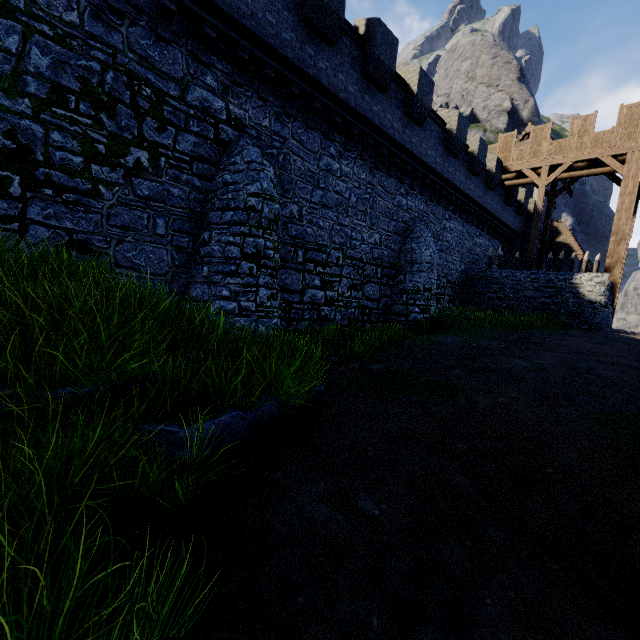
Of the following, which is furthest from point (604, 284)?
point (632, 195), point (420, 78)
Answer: point (420, 78)
